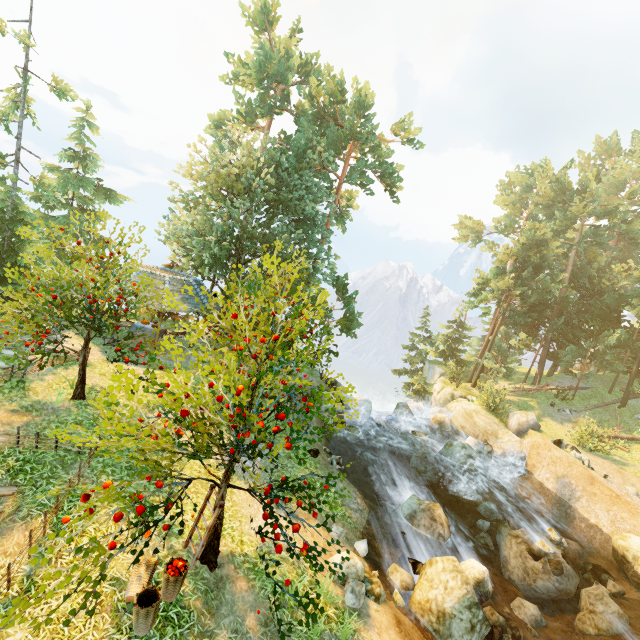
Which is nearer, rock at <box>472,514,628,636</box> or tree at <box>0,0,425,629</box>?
tree at <box>0,0,425,629</box>

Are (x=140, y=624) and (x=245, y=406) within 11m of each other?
yes

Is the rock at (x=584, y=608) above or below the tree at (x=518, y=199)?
below

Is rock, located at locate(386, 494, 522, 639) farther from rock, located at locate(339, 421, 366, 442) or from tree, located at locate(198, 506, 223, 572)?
rock, located at locate(339, 421, 366, 442)

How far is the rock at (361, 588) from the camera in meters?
8.3

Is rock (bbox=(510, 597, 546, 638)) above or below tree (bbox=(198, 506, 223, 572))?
below

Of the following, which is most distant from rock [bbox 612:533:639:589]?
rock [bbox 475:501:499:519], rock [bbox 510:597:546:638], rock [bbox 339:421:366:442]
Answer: rock [bbox 339:421:366:442]

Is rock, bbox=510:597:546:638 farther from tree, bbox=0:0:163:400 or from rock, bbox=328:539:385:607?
tree, bbox=0:0:163:400
